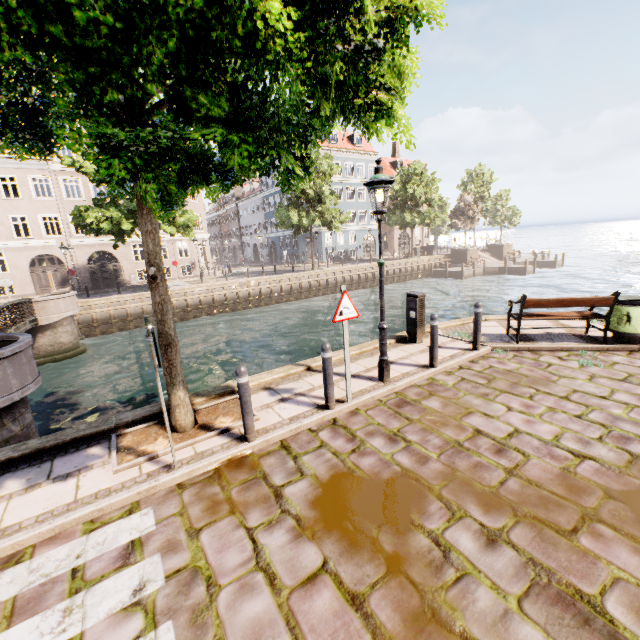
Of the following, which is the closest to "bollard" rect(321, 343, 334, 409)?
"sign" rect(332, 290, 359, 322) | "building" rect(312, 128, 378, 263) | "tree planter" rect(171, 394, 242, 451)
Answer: "sign" rect(332, 290, 359, 322)

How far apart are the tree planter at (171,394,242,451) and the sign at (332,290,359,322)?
1.93m

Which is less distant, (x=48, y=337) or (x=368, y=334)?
(x=48, y=337)

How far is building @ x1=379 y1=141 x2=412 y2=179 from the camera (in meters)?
45.37

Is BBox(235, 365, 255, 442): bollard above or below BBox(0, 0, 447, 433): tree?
below

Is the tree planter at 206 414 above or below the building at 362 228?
below

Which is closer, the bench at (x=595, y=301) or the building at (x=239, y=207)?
the bench at (x=595, y=301)

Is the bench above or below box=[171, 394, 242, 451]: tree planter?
above
